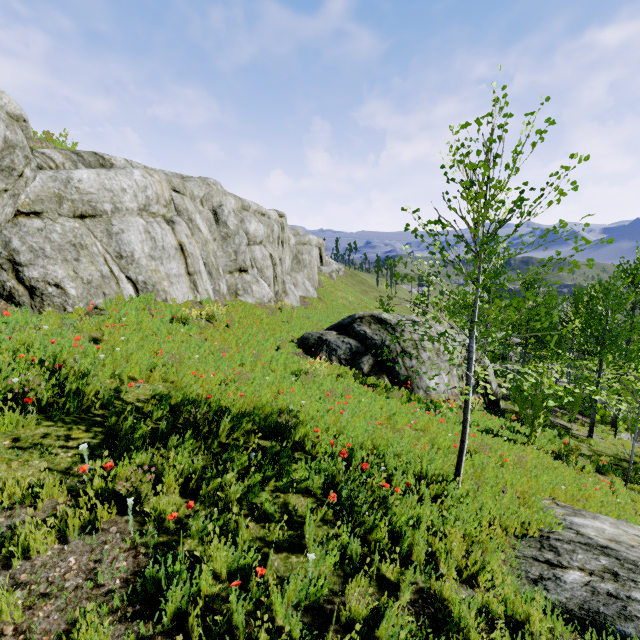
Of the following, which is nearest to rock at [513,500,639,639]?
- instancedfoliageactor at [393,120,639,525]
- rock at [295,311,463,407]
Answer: instancedfoliageactor at [393,120,639,525]

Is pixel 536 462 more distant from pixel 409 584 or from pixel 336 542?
pixel 336 542

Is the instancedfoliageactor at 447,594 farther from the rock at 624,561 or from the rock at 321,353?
Result: the rock at 321,353

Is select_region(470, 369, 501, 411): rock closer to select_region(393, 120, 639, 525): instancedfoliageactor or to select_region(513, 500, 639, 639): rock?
select_region(513, 500, 639, 639): rock

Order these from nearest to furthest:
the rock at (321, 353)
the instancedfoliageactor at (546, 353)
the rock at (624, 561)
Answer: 1. the rock at (624, 561)
2. the instancedfoliageactor at (546, 353)
3. the rock at (321, 353)

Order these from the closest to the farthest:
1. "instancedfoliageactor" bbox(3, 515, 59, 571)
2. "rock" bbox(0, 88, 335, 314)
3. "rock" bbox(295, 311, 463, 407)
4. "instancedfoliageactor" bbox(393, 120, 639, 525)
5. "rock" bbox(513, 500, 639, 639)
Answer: "instancedfoliageactor" bbox(3, 515, 59, 571), "rock" bbox(513, 500, 639, 639), "instancedfoliageactor" bbox(393, 120, 639, 525), "rock" bbox(0, 88, 335, 314), "rock" bbox(295, 311, 463, 407)

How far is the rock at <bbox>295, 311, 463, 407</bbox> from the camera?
12.63m
